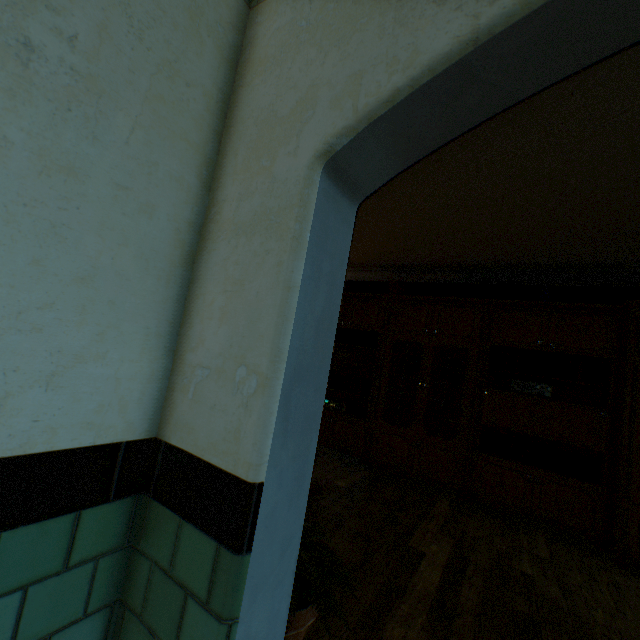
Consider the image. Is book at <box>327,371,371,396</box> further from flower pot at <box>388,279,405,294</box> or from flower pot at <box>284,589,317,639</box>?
flower pot at <box>284,589,317,639</box>

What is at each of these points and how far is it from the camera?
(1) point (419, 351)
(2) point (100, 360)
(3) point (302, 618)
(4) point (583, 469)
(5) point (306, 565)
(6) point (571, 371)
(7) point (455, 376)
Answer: (1) cabinet, 5.0m
(2) building, 0.9m
(3) flower pot, 1.3m
(4) book, 3.6m
(5) plant, 1.3m
(6) book, 3.8m
(7) plate, 4.6m

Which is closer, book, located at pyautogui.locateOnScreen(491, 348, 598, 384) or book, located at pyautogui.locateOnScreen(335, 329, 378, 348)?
book, located at pyautogui.locateOnScreen(491, 348, 598, 384)

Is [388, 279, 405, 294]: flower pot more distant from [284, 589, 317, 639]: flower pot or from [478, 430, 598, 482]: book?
[284, 589, 317, 639]: flower pot

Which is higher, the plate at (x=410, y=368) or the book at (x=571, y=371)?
the book at (x=571, y=371)

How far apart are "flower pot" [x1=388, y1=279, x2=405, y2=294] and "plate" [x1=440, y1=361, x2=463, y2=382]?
1.2 meters

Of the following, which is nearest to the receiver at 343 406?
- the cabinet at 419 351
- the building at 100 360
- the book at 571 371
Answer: the cabinet at 419 351

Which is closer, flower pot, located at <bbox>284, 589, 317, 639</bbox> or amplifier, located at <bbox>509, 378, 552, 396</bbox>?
flower pot, located at <bbox>284, 589, 317, 639</bbox>
